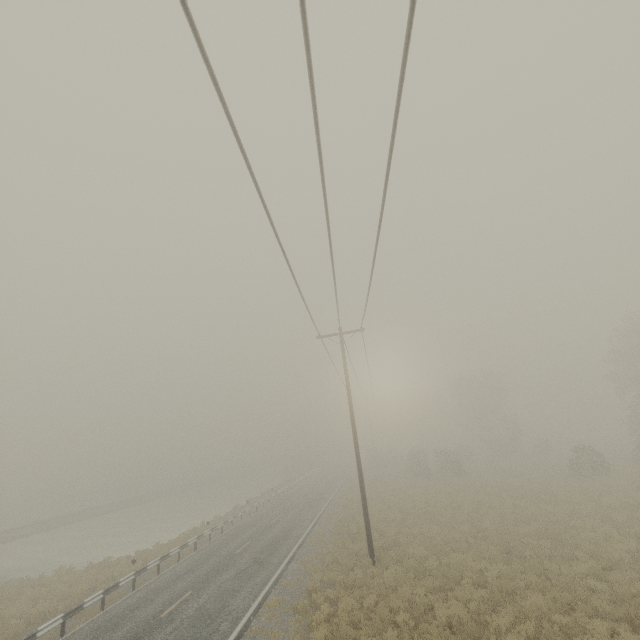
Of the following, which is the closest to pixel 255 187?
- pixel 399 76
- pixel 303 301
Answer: pixel 399 76
